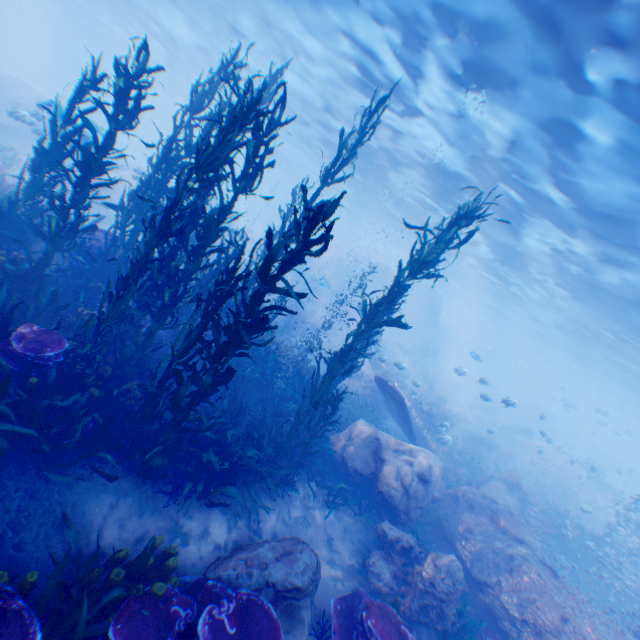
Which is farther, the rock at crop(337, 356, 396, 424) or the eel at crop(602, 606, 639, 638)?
the rock at crop(337, 356, 396, 424)

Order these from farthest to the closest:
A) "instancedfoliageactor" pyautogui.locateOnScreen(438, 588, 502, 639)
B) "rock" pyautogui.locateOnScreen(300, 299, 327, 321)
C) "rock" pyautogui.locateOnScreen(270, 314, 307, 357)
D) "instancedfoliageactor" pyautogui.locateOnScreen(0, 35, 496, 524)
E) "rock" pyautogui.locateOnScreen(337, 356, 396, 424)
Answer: "rock" pyautogui.locateOnScreen(300, 299, 327, 321), "rock" pyautogui.locateOnScreen(337, 356, 396, 424), "rock" pyautogui.locateOnScreen(270, 314, 307, 357), "instancedfoliageactor" pyautogui.locateOnScreen(438, 588, 502, 639), "instancedfoliageactor" pyautogui.locateOnScreen(0, 35, 496, 524)

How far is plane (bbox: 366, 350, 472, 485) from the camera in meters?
12.1

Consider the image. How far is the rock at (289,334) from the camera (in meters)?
13.08

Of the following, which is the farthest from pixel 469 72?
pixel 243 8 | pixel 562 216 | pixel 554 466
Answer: pixel 554 466

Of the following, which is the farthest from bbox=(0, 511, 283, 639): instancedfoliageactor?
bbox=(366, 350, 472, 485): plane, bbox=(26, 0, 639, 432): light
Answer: bbox=(26, 0, 639, 432): light

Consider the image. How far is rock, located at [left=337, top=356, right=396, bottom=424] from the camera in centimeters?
1614cm

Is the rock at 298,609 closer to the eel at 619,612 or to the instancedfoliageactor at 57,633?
the instancedfoliageactor at 57,633
